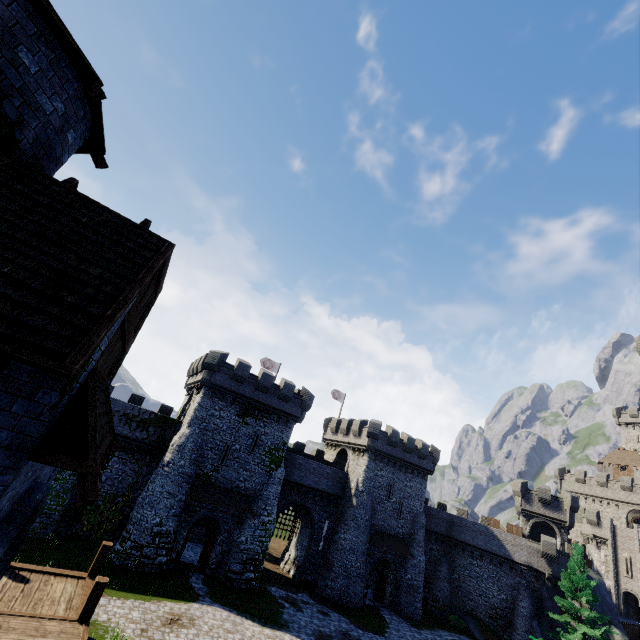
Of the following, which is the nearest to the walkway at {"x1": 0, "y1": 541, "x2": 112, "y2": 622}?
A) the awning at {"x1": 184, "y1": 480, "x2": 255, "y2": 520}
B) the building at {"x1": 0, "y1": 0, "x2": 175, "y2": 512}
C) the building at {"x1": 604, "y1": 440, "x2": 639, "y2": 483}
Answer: the building at {"x1": 0, "y1": 0, "x2": 175, "y2": 512}

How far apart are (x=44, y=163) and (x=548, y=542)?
51.2 meters

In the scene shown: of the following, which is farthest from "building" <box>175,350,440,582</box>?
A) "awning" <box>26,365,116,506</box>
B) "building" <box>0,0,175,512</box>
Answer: "awning" <box>26,365,116,506</box>

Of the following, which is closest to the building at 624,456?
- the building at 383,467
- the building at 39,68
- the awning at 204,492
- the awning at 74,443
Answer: the building at 383,467

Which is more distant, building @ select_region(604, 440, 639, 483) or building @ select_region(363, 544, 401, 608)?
building @ select_region(604, 440, 639, 483)

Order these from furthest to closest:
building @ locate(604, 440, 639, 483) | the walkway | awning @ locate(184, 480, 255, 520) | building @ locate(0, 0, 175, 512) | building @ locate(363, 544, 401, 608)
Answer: building @ locate(604, 440, 639, 483), building @ locate(363, 544, 401, 608), awning @ locate(184, 480, 255, 520), the walkway, building @ locate(0, 0, 175, 512)

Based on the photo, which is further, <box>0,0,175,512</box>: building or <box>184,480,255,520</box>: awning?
<box>184,480,255,520</box>: awning

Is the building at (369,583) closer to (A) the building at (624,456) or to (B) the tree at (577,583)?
(B) the tree at (577,583)
